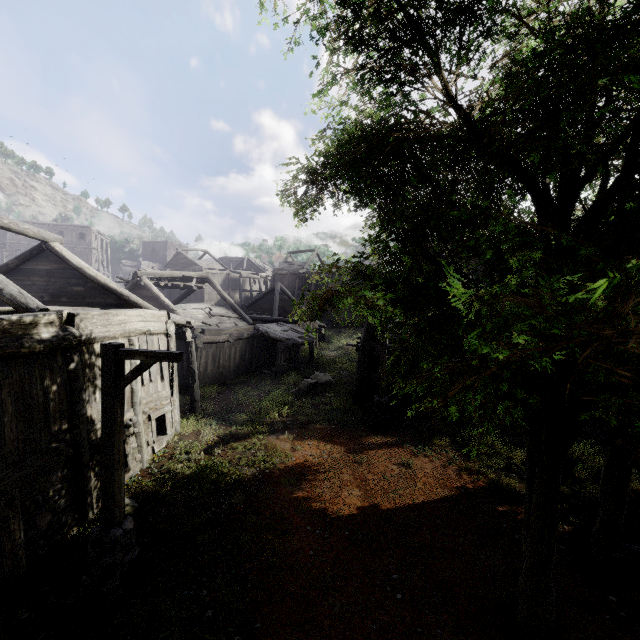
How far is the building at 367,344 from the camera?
16.2m

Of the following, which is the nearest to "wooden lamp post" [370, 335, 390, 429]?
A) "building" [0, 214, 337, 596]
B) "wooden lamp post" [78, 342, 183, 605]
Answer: "building" [0, 214, 337, 596]

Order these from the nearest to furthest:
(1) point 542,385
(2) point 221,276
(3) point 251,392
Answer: (1) point 542,385 → (3) point 251,392 → (2) point 221,276

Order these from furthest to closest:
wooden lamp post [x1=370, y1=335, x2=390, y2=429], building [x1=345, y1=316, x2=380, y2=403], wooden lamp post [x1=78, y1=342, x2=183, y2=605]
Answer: building [x1=345, y1=316, x2=380, y2=403]
wooden lamp post [x1=370, y1=335, x2=390, y2=429]
wooden lamp post [x1=78, y1=342, x2=183, y2=605]

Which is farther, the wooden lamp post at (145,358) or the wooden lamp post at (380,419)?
the wooden lamp post at (380,419)

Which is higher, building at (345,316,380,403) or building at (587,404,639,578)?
building at (345,316,380,403)

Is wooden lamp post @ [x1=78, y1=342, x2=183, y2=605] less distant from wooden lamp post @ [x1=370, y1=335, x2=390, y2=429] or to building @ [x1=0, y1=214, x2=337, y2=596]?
building @ [x1=0, y1=214, x2=337, y2=596]
